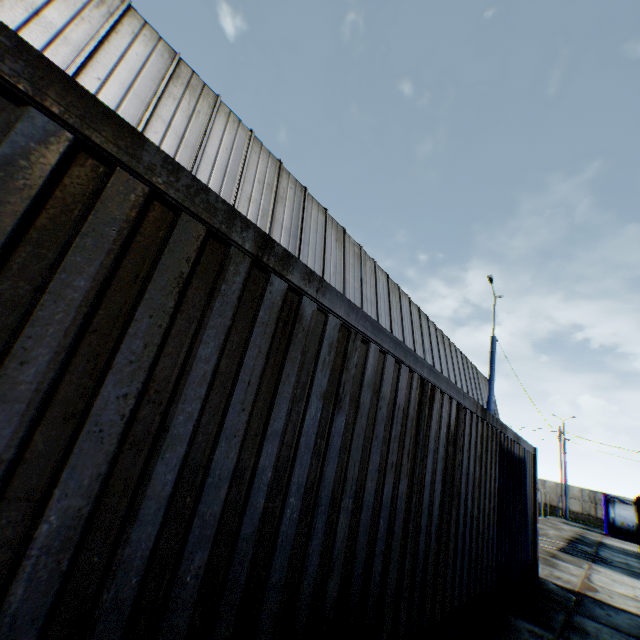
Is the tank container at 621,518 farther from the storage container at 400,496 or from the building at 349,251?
the storage container at 400,496

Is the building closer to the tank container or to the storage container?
the storage container

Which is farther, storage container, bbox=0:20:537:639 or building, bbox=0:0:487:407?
building, bbox=0:0:487:407

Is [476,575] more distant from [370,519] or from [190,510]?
[190,510]

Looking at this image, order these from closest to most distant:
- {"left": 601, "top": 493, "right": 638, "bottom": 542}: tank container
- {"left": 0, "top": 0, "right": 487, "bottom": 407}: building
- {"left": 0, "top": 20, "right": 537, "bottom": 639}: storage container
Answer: {"left": 0, "top": 20, "right": 537, "bottom": 639}: storage container < {"left": 0, "top": 0, "right": 487, "bottom": 407}: building < {"left": 601, "top": 493, "right": 638, "bottom": 542}: tank container

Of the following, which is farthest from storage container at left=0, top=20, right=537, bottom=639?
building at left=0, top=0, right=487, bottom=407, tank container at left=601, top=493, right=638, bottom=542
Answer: tank container at left=601, top=493, right=638, bottom=542
